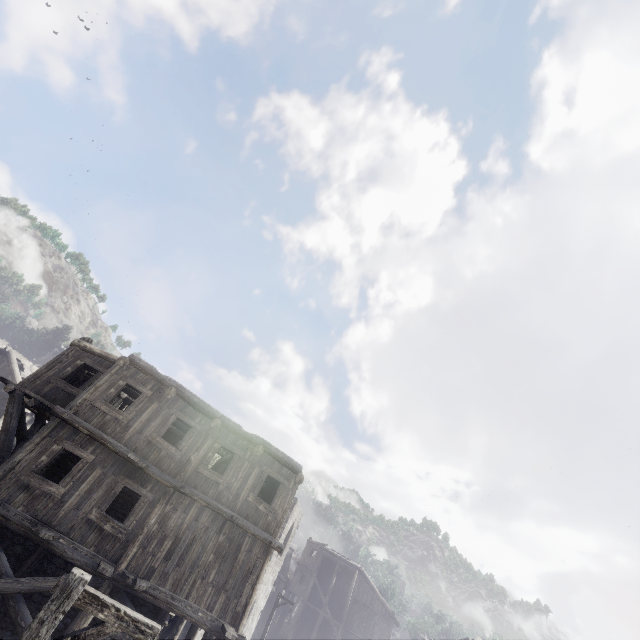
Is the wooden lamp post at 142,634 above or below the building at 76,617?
above

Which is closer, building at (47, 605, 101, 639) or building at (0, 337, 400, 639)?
building at (47, 605, 101, 639)

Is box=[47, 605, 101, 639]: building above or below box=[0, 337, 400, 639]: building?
below

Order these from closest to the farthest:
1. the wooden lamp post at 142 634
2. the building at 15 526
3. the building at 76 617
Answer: the wooden lamp post at 142 634 → the building at 76 617 → the building at 15 526

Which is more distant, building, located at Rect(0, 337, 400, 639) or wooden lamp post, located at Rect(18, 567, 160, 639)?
building, located at Rect(0, 337, 400, 639)

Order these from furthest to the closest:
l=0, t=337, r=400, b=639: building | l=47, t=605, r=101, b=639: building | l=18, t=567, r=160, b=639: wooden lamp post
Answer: l=0, t=337, r=400, b=639: building
l=47, t=605, r=101, b=639: building
l=18, t=567, r=160, b=639: wooden lamp post

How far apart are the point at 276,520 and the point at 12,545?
8.9 meters
